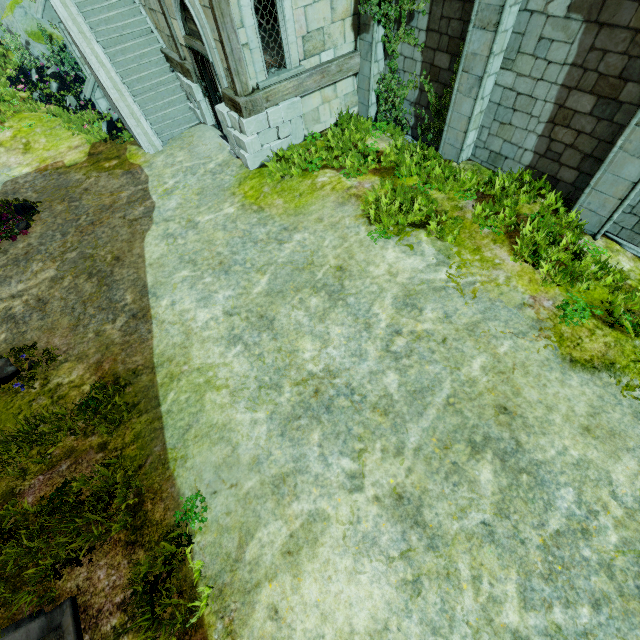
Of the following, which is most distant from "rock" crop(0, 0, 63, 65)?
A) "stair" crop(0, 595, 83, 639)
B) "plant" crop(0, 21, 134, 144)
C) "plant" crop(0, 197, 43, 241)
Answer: "stair" crop(0, 595, 83, 639)

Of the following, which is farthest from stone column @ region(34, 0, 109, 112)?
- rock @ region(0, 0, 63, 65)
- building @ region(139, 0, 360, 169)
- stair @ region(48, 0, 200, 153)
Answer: rock @ region(0, 0, 63, 65)

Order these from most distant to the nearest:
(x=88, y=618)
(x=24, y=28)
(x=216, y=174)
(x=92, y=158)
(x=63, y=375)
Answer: (x=24, y=28) < (x=92, y=158) < (x=216, y=174) < (x=63, y=375) < (x=88, y=618)

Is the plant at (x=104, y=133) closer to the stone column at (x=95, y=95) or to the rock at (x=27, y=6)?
the stone column at (x=95, y=95)

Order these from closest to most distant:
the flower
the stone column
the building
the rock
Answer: the flower
the building
the stone column
the rock

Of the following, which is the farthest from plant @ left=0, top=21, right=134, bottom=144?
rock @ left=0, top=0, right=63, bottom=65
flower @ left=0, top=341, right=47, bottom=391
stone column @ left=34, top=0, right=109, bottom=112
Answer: flower @ left=0, top=341, right=47, bottom=391

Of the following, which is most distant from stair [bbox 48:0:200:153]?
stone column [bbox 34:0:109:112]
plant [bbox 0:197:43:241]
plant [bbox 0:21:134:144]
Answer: plant [bbox 0:197:43:241]

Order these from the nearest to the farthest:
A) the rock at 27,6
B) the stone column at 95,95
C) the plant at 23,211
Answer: the plant at 23,211, the stone column at 95,95, the rock at 27,6
